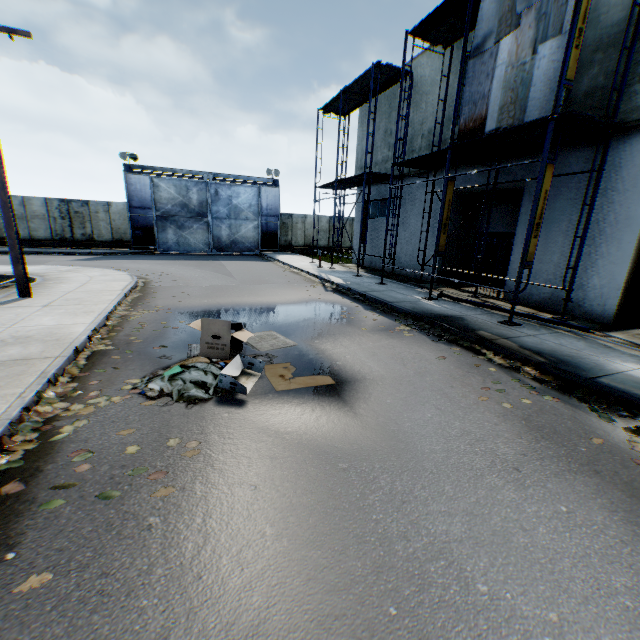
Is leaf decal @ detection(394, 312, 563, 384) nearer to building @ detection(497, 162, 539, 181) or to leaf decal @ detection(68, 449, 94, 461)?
building @ detection(497, 162, 539, 181)

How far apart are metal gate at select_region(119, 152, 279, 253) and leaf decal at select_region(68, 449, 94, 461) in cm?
2337

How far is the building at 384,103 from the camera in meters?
16.6 m

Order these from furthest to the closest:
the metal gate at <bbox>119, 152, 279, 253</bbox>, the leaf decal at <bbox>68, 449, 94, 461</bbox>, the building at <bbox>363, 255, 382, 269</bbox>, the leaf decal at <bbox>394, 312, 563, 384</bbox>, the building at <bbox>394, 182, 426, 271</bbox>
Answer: the metal gate at <bbox>119, 152, 279, 253</bbox>, the building at <bbox>363, 255, 382, 269</bbox>, the building at <bbox>394, 182, 426, 271</bbox>, the leaf decal at <bbox>394, 312, 563, 384</bbox>, the leaf decal at <bbox>68, 449, 94, 461</bbox>

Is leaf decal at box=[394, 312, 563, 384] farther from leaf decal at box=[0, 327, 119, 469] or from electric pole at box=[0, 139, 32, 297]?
electric pole at box=[0, 139, 32, 297]

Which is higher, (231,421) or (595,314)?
(595,314)

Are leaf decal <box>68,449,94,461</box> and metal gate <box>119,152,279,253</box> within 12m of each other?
no
